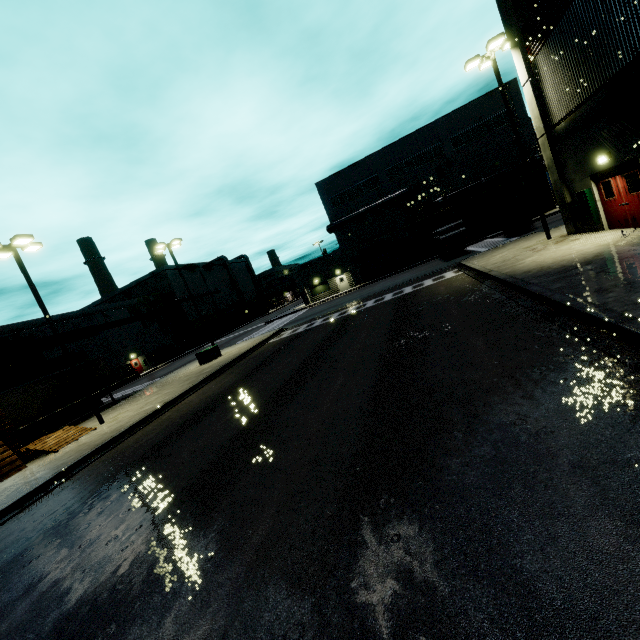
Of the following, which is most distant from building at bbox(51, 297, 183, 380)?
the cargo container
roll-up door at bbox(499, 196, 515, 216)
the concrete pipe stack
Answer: the concrete pipe stack

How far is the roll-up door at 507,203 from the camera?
38.1m

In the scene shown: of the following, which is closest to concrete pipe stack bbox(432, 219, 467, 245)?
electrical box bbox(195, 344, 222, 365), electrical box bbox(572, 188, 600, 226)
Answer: electrical box bbox(572, 188, 600, 226)

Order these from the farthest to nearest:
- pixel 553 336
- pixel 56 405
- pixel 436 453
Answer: pixel 56 405, pixel 553 336, pixel 436 453

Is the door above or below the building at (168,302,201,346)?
below

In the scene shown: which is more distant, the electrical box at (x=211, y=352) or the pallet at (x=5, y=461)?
the electrical box at (x=211, y=352)

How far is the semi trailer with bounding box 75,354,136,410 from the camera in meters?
22.7

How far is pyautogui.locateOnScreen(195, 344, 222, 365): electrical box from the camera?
24.9 meters
